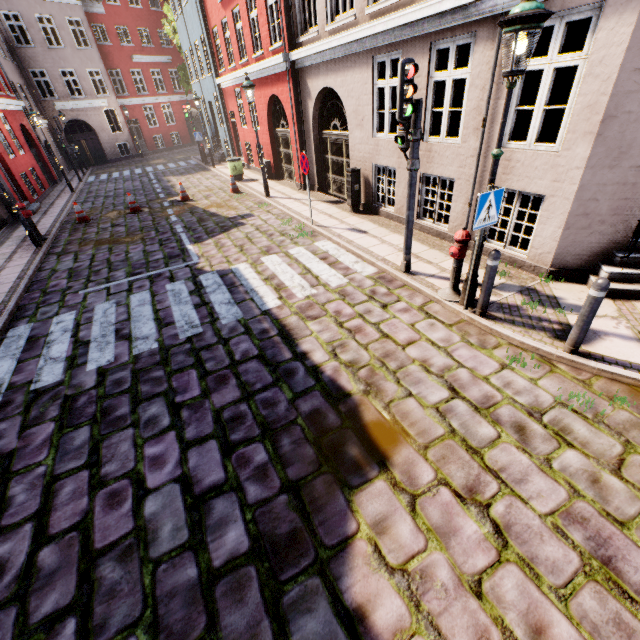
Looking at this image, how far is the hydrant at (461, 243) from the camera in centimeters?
509cm

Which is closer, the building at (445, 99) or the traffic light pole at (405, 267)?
the traffic light pole at (405, 267)

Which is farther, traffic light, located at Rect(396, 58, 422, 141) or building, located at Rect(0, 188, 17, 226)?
building, located at Rect(0, 188, 17, 226)

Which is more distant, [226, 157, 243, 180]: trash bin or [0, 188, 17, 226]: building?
[226, 157, 243, 180]: trash bin

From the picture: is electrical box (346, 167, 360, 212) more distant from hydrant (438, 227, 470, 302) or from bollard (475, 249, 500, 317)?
bollard (475, 249, 500, 317)

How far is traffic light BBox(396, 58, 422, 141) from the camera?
4.6m

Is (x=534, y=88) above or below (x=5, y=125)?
below

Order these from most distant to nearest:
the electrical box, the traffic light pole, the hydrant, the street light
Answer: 1. the electrical box
2. the traffic light pole
3. the hydrant
4. the street light
